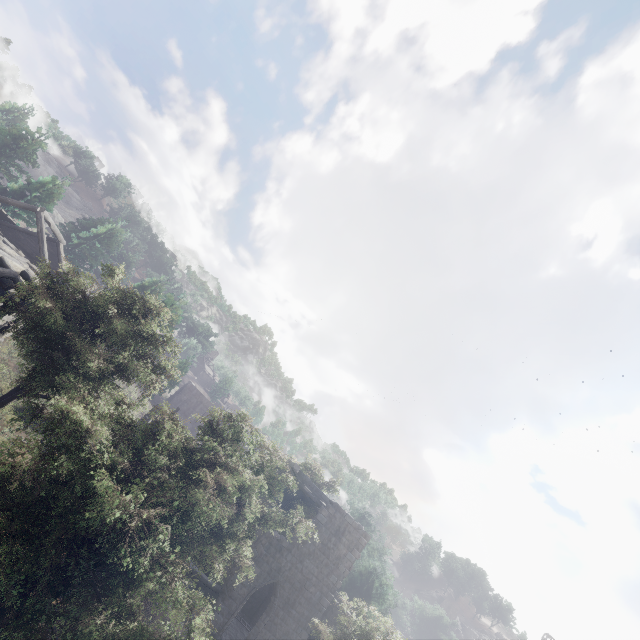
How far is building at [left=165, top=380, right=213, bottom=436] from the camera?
50.09m

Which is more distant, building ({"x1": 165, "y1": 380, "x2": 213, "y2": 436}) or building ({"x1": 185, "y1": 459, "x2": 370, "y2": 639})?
building ({"x1": 165, "y1": 380, "x2": 213, "y2": 436})

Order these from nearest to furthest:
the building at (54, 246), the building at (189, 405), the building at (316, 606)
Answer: the building at (54, 246) → the building at (316, 606) → the building at (189, 405)

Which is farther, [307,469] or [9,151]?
[9,151]

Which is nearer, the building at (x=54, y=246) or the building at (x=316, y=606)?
the building at (x=54, y=246)

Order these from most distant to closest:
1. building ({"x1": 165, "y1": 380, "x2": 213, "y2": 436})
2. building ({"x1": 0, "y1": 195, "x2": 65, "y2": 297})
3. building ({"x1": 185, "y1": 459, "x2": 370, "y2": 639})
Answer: building ({"x1": 165, "y1": 380, "x2": 213, "y2": 436}), building ({"x1": 185, "y1": 459, "x2": 370, "y2": 639}), building ({"x1": 0, "y1": 195, "x2": 65, "y2": 297})

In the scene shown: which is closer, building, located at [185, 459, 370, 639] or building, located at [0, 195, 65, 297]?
building, located at [0, 195, 65, 297]
